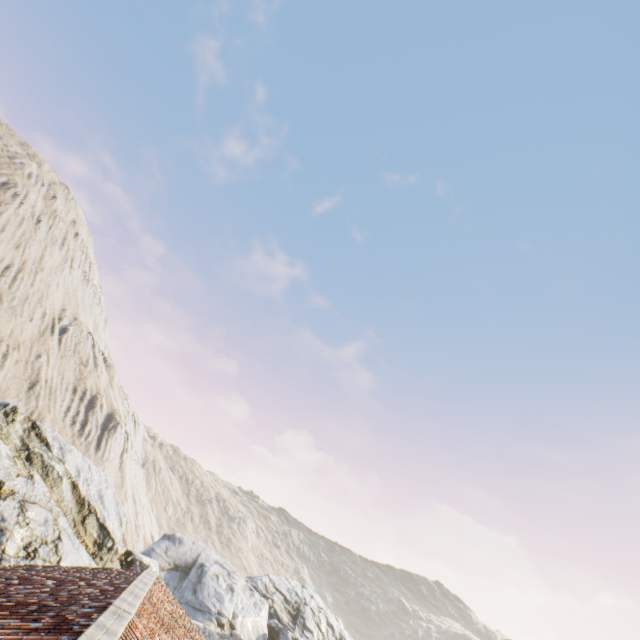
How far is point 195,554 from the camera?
23.5m
